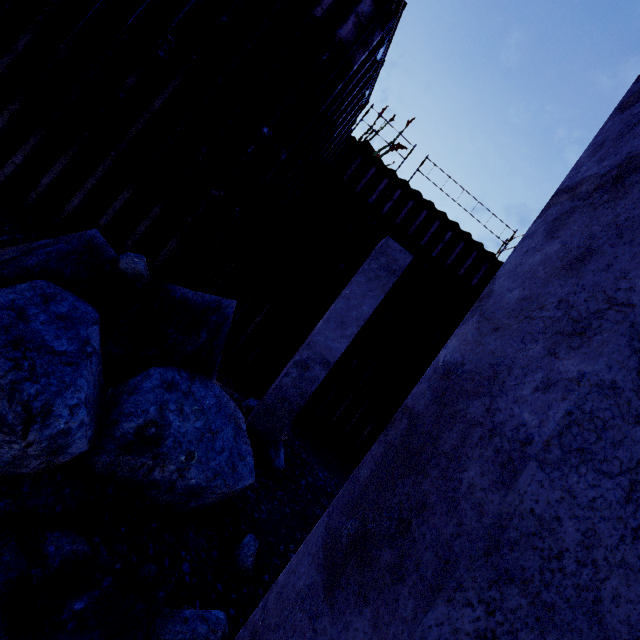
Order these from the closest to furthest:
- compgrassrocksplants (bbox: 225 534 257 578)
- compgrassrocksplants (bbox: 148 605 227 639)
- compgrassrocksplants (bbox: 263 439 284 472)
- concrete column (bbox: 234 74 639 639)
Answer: concrete column (bbox: 234 74 639 639)
compgrassrocksplants (bbox: 148 605 227 639)
compgrassrocksplants (bbox: 225 534 257 578)
compgrassrocksplants (bbox: 263 439 284 472)

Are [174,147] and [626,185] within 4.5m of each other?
no

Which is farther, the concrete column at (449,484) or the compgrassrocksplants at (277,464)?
the compgrassrocksplants at (277,464)

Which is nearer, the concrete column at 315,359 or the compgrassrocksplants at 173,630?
the compgrassrocksplants at 173,630

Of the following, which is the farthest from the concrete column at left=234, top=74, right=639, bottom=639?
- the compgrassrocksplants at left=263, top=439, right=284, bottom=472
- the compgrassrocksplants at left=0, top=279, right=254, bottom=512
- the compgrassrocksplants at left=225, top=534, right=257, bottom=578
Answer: the compgrassrocksplants at left=263, top=439, right=284, bottom=472

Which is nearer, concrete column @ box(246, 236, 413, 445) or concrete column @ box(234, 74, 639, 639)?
concrete column @ box(234, 74, 639, 639)

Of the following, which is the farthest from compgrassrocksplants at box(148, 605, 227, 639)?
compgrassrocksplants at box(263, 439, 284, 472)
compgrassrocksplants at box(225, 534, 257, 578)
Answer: compgrassrocksplants at box(263, 439, 284, 472)

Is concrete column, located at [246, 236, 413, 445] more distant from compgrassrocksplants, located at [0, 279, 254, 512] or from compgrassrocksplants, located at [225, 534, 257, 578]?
compgrassrocksplants, located at [225, 534, 257, 578]
